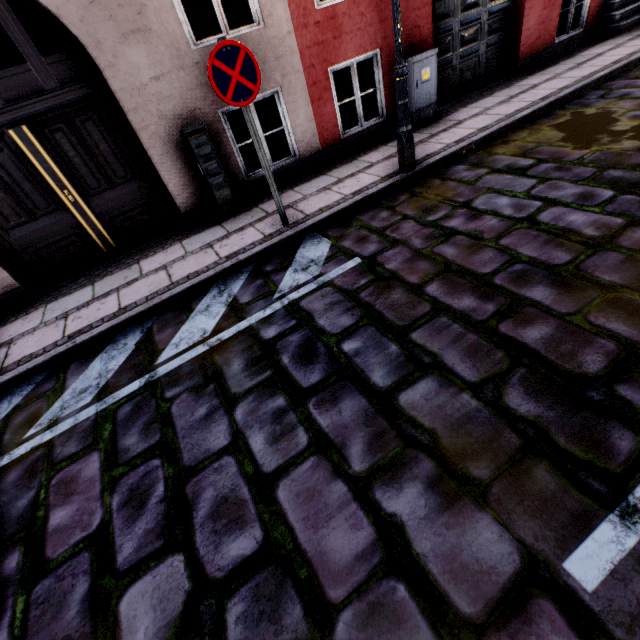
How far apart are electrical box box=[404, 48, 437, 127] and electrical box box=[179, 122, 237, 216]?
3.78m

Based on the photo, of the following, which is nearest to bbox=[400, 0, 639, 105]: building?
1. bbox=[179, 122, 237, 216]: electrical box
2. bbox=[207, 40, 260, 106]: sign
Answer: bbox=[179, 122, 237, 216]: electrical box

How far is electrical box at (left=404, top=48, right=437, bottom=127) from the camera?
5.6m

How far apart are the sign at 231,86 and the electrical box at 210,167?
1.32m

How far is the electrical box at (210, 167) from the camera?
4.5m

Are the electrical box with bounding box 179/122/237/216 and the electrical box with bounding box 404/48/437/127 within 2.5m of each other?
no

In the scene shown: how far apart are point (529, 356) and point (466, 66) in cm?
757

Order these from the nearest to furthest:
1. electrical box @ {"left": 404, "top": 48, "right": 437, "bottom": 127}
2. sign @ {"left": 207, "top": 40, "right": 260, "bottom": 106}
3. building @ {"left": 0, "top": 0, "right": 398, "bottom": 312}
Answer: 1. sign @ {"left": 207, "top": 40, "right": 260, "bottom": 106}
2. building @ {"left": 0, "top": 0, "right": 398, "bottom": 312}
3. electrical box @ {"left": 404, "top": 48, "right": 437, "bottom": 127}
